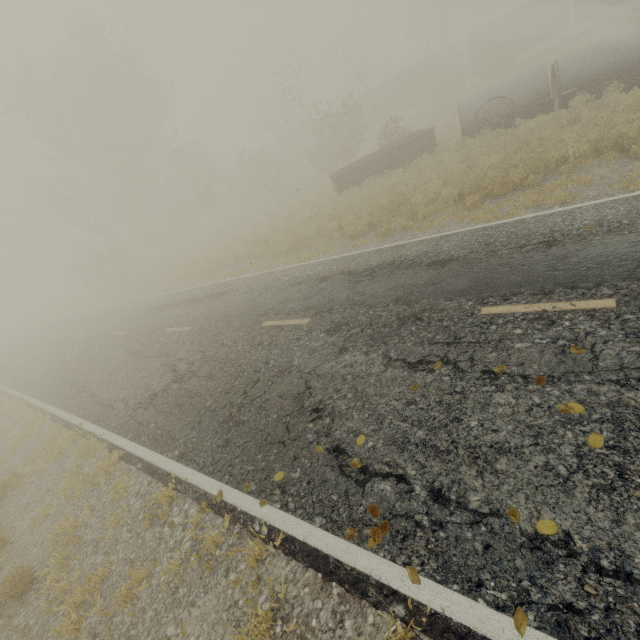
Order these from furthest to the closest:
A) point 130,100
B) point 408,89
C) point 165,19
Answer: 1. point 408,89
2. point 130,100
3. point 165,19

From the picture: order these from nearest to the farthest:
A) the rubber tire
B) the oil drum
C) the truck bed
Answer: the rubber tire → the oil drum → the truck bed

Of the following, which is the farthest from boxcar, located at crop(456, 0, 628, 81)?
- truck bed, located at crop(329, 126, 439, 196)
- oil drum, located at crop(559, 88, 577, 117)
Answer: oil drum, located at crop(559, 88, 577, 117)

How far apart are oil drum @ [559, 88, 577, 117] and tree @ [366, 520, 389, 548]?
17.3 meters

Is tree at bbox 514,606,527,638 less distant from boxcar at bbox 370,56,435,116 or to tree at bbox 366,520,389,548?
tree at bbox 366,520,389,548

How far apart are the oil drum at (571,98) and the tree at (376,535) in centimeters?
1728cm

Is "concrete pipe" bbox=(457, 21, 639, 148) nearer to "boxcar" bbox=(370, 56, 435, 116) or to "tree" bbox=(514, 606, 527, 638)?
"tree" bbox=(514, 606, 527, 638)

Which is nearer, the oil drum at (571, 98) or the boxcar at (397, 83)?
the oil drum at (571, 98)
